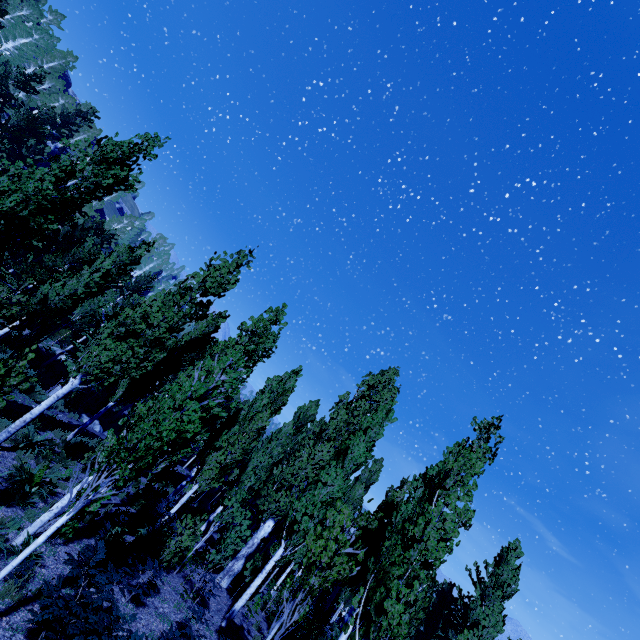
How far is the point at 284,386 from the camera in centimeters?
2003cm
